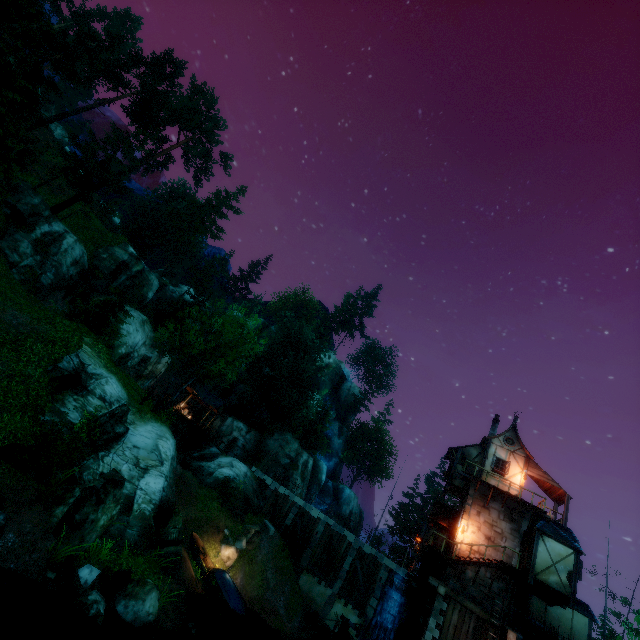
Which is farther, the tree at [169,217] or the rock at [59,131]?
the rock at [59,131]

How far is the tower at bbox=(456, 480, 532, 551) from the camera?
22.5m

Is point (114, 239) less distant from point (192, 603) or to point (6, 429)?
point (6, 429)

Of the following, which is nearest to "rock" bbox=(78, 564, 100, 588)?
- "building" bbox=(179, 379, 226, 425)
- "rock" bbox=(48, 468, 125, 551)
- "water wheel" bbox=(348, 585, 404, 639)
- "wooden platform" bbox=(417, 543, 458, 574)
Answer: "rock" bbox=(48, 468, 125, 551)

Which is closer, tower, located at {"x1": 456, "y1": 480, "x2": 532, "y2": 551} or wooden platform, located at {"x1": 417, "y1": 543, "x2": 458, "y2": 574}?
wooden platform, located at {"x1": 417, "y1": 543, "x2": 458, "y2": 574}

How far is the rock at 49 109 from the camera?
51.3 meters

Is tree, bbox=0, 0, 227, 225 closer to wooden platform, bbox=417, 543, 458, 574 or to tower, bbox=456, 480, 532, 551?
tower, bbox=456, 480, 532, 551

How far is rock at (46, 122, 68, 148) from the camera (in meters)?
45.34
